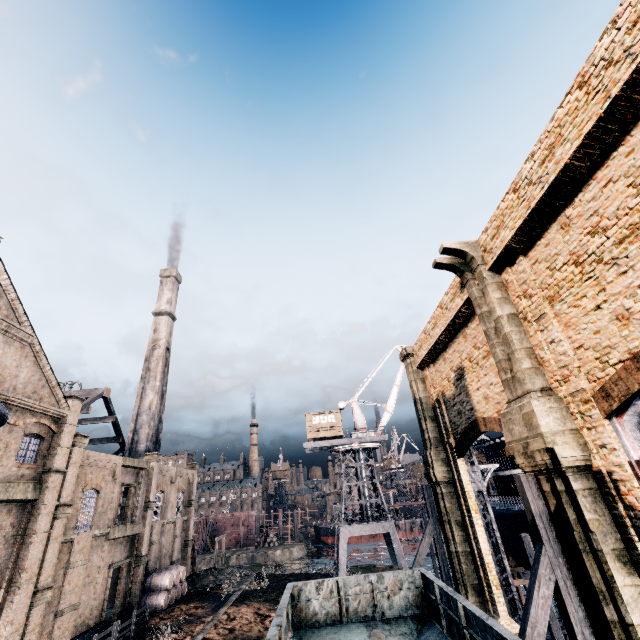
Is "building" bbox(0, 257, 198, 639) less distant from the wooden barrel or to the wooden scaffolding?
the wooden barrel

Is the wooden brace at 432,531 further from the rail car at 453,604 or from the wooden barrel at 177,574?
the wooden barrel at 177,574

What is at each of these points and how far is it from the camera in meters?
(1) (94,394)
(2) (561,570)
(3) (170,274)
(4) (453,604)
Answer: (1) wood roof frame, 39.7 m
(2) wooden brace, 9.7 m
(3) chimney, 53.8 m
(4) rail car, 8.9 m

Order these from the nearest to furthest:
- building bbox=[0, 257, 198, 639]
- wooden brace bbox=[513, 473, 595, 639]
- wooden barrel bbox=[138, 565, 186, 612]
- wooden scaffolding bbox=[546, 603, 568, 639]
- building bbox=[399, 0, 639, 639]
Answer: building bbox=[399, 0, 639, 639] → wooden brace bbox=[513, 473, 595, 639] → building bbox=[0, 257, 198, 639] → wooden scaffolding bbox=[546, 603, 568, 639] → wooden barrel bbox=[138, 565, 186, 612]

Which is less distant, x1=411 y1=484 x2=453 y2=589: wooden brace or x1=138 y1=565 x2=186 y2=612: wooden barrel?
x1=411 y1=484 x2=453 y2=589: wooden brace

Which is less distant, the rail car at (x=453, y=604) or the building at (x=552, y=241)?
the rail car at (x=453, y=604)

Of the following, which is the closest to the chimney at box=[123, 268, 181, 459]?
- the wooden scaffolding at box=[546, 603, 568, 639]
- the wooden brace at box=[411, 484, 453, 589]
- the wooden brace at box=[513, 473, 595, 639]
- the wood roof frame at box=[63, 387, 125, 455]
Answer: the wood roof frame at box=[63, 387, 125, 455]

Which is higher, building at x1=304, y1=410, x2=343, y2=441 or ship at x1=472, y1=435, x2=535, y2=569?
building at x1=304, y1=410, x2=343, y2=441
